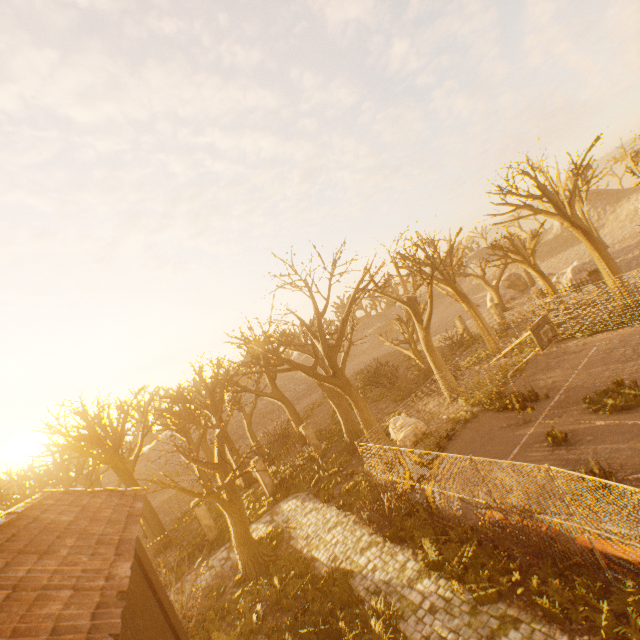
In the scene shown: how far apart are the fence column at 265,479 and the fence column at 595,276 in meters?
26.0

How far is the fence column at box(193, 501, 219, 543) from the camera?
18.5 meters

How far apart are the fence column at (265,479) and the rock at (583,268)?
30.9m

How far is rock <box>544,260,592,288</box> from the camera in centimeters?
2998cm

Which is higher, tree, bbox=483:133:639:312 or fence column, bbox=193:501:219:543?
tree, bbox=483:133:639:312

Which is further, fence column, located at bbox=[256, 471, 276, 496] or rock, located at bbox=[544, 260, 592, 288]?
rock, located at bbox=[544, 260, 592, 288]

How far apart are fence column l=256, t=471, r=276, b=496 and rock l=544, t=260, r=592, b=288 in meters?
30.9 m

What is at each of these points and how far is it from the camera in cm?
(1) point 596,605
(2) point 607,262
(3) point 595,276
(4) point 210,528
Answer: (1) instancedfoliageactor, 662
(2) tree, 2011
(3) fence column, 2252
(4) fence column, 1864
